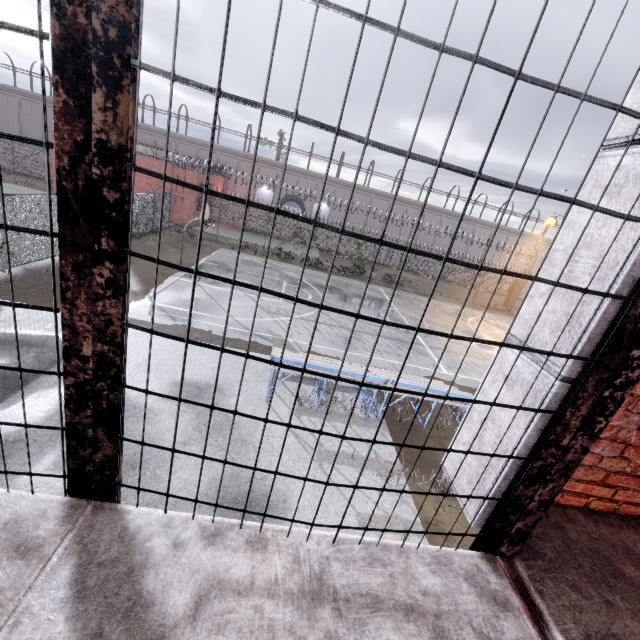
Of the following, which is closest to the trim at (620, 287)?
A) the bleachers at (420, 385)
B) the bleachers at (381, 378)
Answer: the bleachers at (420, 385)

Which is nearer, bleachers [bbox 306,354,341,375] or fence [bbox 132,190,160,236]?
bleachers [bbox 306,354,341,375]

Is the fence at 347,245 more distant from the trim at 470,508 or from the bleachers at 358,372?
the bleachers at 358,372

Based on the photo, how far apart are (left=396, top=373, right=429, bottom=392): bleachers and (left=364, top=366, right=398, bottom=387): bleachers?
0.1m

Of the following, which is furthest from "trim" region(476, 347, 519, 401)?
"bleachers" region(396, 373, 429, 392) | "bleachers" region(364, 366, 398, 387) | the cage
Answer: "bleachers" region(364, 366, 398, 387)

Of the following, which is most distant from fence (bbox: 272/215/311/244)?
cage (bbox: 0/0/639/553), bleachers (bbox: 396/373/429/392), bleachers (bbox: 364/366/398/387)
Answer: bleachers (bbox: 364/366/398/387)

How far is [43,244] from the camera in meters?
13.8 m

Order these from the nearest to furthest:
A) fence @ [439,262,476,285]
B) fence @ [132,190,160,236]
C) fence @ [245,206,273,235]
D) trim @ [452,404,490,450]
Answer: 1. trim @ [452,404,490,450]
2. fence @ [132,190,160,236]
3. fence @ [245,206,273,235]
4. fence @ [439,262,476,285]
